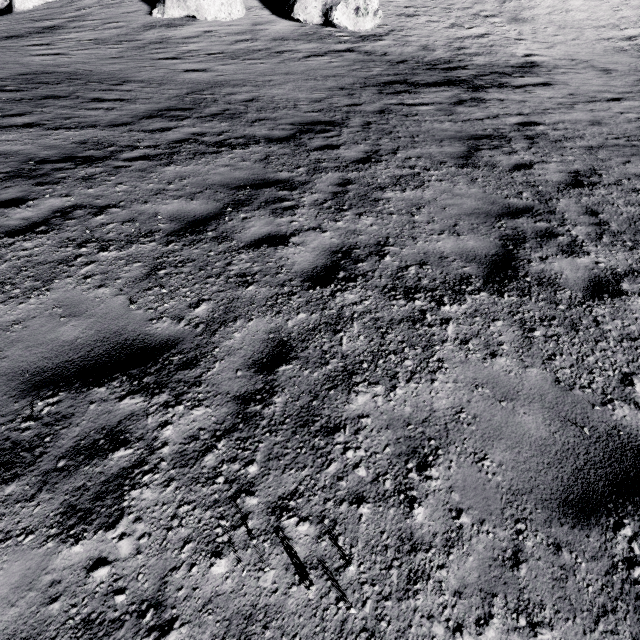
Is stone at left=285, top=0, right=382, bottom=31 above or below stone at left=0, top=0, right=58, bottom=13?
above

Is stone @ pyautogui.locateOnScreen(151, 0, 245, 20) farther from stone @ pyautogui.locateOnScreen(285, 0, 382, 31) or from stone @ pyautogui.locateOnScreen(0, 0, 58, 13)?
stone @ pyautogui.locateOnScreen(0, 0, 58, 13)

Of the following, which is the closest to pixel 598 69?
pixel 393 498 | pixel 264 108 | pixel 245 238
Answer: pixel 264 108

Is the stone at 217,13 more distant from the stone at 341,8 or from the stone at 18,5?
the stone at 18,5

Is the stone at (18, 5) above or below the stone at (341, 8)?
below

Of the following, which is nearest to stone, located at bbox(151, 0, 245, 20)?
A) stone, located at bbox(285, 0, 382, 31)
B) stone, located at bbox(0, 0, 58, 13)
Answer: stone, located at bbox(285, 0, 382, 31)

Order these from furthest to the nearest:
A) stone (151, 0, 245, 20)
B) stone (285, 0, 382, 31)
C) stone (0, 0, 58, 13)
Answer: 1. stone (0, 0, 58, 13)
2. stone (151, 0, 245, 20)
3. stone (285, 0, 382, 31)
